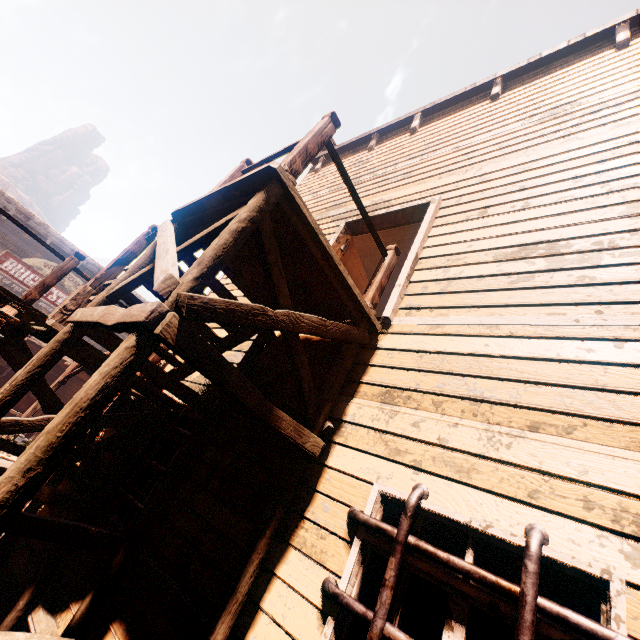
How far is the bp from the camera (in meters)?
5.66

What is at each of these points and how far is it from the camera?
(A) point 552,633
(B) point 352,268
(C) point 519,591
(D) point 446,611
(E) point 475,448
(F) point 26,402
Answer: (A) building, 1.6 meters
(B) bp, 6.0 meters
(C) cell bars, 1.6 meters
(D) building, 9.1 meters
(E) building, 2.3 meters
(F) wooden box, 15.2 meters

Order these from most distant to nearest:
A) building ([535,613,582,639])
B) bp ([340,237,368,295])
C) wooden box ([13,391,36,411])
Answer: wooden box ([13,391,36,411])
bp ([340,237,368,295])
building ([535,613,582,639])

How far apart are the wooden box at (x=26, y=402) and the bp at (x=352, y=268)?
16.7 meters

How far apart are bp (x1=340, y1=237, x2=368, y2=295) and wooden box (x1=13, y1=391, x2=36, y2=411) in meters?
16.7

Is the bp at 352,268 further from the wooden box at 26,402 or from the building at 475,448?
the wooden box at 26,402

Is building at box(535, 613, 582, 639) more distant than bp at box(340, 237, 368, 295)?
No

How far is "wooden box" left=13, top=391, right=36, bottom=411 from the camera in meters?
14.9
